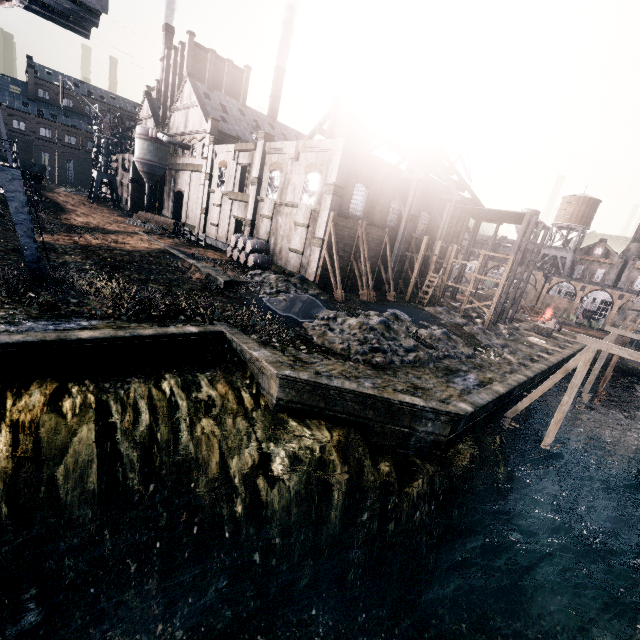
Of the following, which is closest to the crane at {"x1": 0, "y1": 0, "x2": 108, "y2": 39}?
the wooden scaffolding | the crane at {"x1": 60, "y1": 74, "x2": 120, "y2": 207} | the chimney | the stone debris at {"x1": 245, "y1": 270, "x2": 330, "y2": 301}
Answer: the stone debris at {"x1": 245, "y1": 270, "x2": 330, "y2": 301}

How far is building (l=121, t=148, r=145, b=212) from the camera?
54.0 meters

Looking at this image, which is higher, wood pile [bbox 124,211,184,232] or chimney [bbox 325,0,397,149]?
chimney [bbox 325,0,397,149]

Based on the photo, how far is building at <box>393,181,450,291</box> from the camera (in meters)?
35.24

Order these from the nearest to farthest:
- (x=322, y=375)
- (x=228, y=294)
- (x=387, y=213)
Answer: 1. (x=322, y=375)
2. (x=228, y=294)
3. (x=387, y=213)

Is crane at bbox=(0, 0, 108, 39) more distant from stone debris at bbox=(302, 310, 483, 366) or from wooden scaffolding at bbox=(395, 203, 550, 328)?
wooden scaffolding at bbox=(395, 203, 550, 328)

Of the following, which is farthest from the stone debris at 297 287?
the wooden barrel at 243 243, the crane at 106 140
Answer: the crane at 106 140

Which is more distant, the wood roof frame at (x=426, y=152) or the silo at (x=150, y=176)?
the silo at (x=150, y=176)
